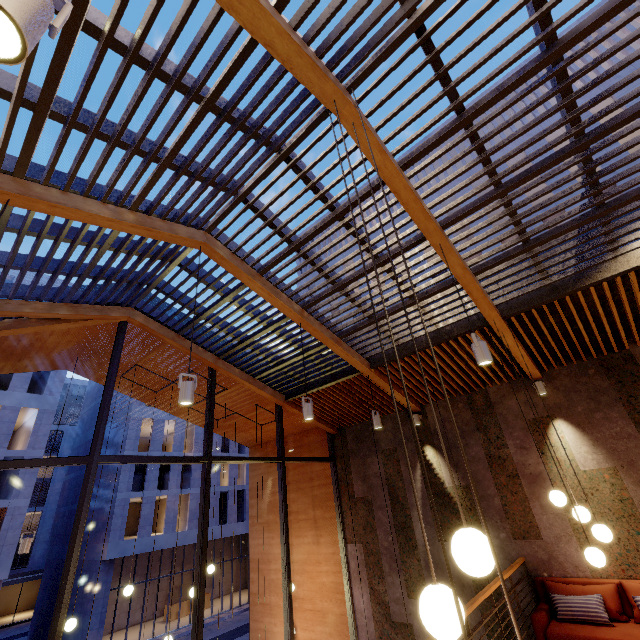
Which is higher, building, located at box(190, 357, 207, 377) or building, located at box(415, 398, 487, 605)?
building, located at box(190, 357, 207, 377)

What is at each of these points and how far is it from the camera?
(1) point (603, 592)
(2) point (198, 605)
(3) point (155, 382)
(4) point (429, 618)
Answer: (1) couch, 4.83m
(2) window frame, 5.30m
(3) building, 8.68m
(4) lamp, 1.40m

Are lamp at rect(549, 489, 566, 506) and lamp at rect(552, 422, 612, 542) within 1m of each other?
yes

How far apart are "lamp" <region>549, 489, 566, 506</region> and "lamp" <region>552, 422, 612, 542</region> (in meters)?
0.22

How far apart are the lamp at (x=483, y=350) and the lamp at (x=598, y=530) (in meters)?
1.92

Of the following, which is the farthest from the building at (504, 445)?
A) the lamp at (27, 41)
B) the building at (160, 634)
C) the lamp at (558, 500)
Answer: the building at (160, 634)

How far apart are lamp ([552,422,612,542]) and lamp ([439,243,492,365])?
1.9 meters

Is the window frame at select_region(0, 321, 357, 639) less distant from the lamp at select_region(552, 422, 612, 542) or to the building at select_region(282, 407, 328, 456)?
the building at select_region(282, 407, 328, 456)
